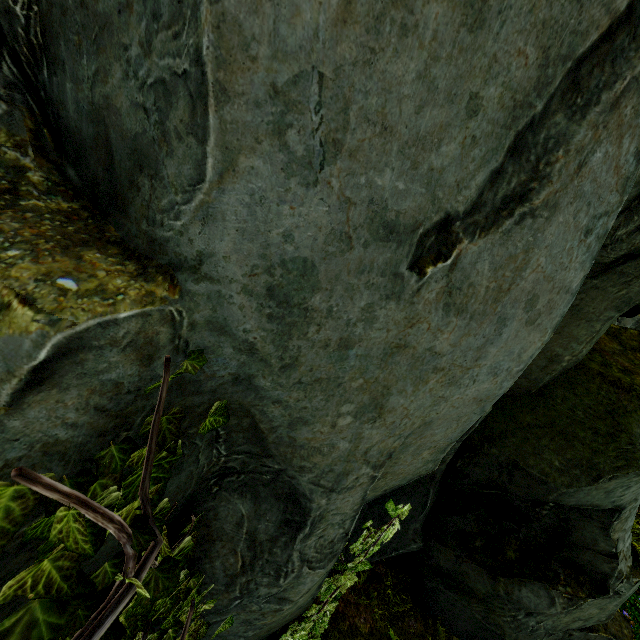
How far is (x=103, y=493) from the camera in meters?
1.0

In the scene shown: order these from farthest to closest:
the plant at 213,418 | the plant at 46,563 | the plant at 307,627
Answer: the plant at 307,627 < the plant at 213,418 < the plant at 46,563

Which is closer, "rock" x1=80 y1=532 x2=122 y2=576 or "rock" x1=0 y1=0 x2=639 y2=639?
"rock" x1=0 y1=0 x2=639 y2=639

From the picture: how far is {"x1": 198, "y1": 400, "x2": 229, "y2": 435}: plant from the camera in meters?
1.4 m

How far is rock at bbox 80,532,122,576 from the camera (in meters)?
1.54

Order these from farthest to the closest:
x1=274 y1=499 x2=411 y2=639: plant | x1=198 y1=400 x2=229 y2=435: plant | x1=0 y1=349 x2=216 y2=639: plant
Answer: x1=274 y1=499 x2=411 y2=639: plant
x1=198 y1=400 x2=229 y2=435: plant
x1=0 y1=349 x2=216 y2=639: plant

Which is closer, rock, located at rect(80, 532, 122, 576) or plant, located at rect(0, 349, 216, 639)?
plant, located at rect(0, 349, 216, 639)

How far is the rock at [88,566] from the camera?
1.5 meters
